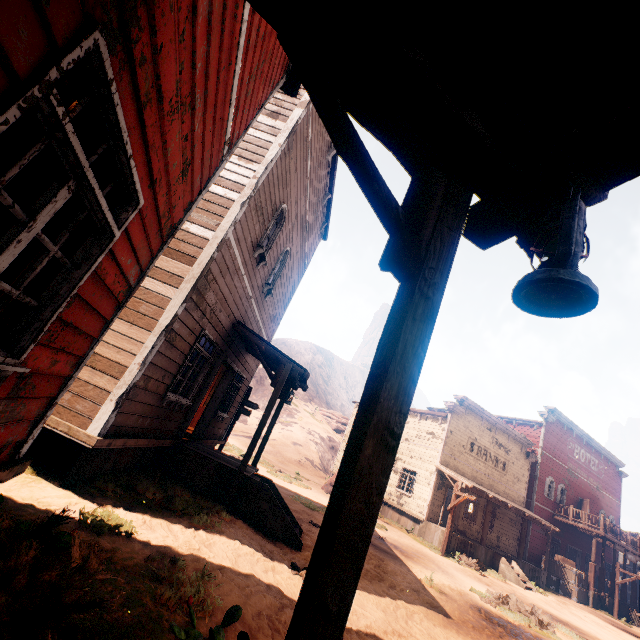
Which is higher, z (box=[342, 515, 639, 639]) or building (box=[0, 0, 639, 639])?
building (box=[0, 0, 639, 639])

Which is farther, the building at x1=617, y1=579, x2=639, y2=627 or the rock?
the rock

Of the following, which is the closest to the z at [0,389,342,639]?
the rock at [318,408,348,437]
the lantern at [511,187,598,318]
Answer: the rock at [318,408,348,437]

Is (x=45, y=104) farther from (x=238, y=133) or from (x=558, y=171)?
(x=238, y=133)

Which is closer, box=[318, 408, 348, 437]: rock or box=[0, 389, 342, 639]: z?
box=[0, 389, 342, 639]: z

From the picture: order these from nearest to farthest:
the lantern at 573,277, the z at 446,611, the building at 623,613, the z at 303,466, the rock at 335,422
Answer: the lantern at 573,277, the z at 303,466, the z at 446,611, the building at 623,613, the rock at 335,422

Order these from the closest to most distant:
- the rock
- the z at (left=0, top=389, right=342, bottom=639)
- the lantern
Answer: the lantern, the z at (left=0, top=389, right=342, bottom=639), the rock

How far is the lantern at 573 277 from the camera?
0.99m
